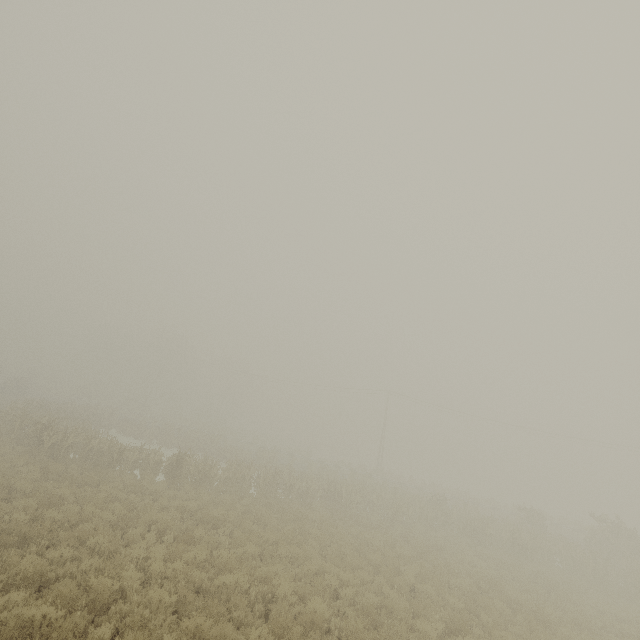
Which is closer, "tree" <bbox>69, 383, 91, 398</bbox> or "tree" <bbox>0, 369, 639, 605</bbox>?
"tree" <bbox>0, 369, 639, 605</bbox>

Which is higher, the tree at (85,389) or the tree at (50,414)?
the tree at (85,389)

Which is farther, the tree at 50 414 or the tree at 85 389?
the tree at 85 389

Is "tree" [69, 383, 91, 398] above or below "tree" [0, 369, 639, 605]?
above

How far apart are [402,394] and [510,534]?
27.4m

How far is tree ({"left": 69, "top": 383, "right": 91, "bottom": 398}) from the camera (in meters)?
52.00
